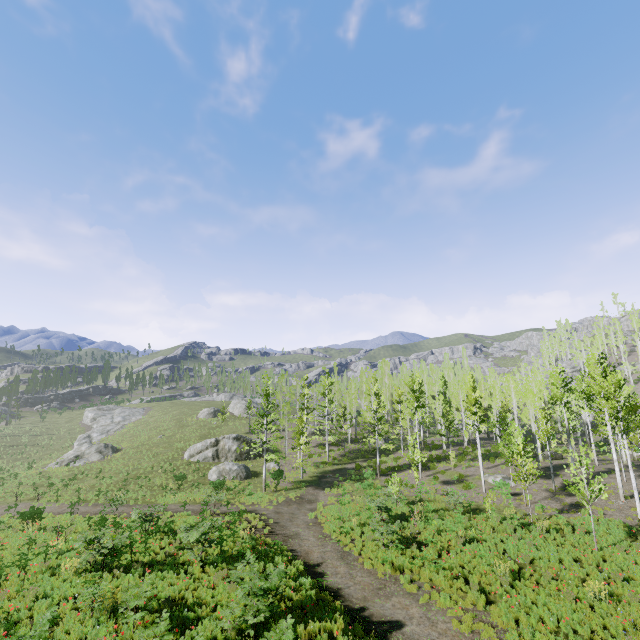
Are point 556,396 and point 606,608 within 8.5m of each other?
no
